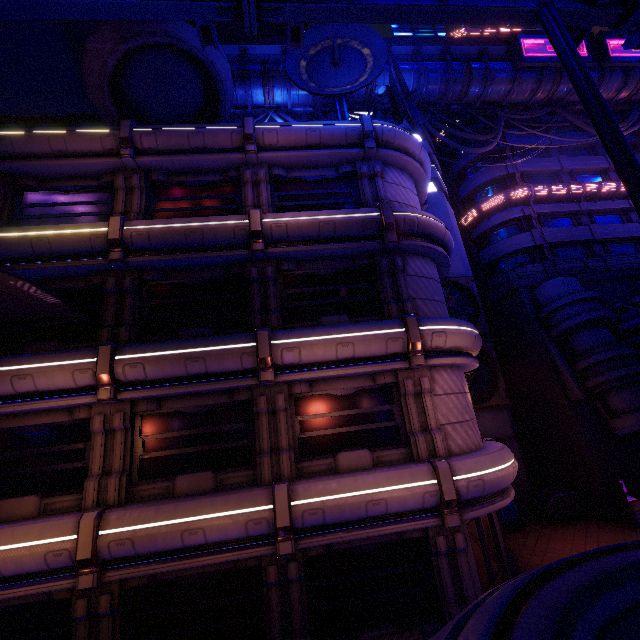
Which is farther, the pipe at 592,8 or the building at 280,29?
the building at 280,29

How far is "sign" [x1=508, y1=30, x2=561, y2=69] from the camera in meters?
25.6 m

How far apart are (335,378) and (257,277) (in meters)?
4.67

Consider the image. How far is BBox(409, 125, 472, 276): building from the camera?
22.6m

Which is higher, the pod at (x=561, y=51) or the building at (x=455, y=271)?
the building at (x=455, y=271)

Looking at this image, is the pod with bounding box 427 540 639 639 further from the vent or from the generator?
the generator

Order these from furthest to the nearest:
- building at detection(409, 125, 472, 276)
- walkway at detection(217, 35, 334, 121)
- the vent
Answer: walkway at detection(217, 35, 334, 121)
building at detection(409, 125, 472, 276)
the vent

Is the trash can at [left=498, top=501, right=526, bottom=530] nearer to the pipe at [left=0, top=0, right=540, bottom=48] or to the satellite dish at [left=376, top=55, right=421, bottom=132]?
the pipe at [left=0, top=0, right=540, bottom=48]
